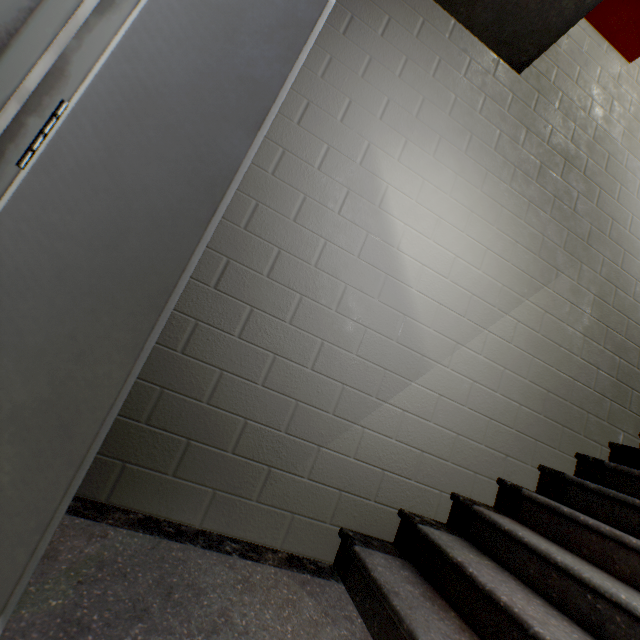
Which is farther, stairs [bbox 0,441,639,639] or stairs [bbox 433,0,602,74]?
stairs [bbox 433,0,602,74]

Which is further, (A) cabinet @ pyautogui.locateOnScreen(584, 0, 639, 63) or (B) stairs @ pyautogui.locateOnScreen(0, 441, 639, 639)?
(A) cabinet @ pyautogui.locateOnScreen(584, 0, 639, 63)

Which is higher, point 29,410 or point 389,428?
point 389,428

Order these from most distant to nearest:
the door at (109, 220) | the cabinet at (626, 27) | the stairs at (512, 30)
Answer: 1. the cabinet at (626, 27)
2. the stairs at (512, 30)
3. the door at (109, 220)

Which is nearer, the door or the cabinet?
the door

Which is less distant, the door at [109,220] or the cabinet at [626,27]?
the door at [109,220]

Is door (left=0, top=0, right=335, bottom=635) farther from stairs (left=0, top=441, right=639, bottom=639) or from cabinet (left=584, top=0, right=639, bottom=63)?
cabinet (left=584, top=0, right=639, bottom=63)
